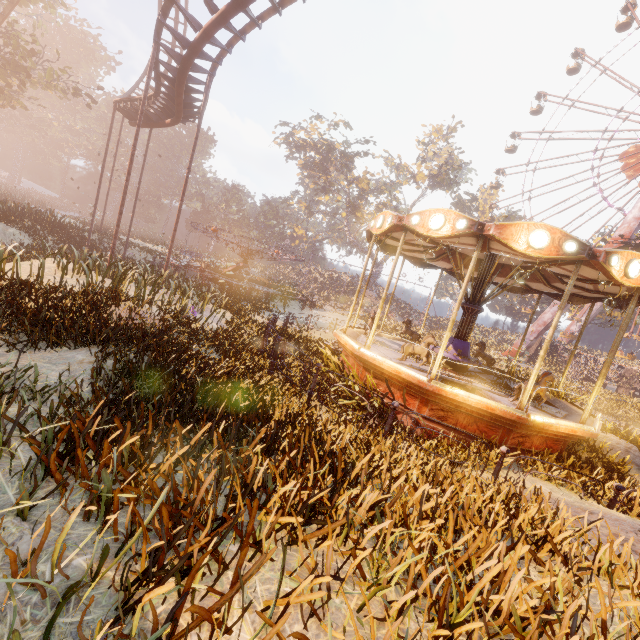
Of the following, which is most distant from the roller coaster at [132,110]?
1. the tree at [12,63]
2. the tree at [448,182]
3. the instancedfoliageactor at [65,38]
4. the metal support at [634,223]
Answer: the instancedfoliageactor at [65,38]

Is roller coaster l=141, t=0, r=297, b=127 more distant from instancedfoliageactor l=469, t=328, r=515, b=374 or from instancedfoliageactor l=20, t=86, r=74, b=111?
instancedfoliageactor l=469, t=328, r=515, b=374

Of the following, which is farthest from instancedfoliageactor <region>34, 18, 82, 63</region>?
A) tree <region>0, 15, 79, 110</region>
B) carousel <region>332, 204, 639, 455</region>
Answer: carousel <region>332, 204, 639, 455</region>

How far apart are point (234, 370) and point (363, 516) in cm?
617

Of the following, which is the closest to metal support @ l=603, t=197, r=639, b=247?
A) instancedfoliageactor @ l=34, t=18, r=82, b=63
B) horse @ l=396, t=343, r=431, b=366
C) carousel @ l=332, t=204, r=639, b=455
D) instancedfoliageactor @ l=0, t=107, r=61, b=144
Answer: carousel @ l=332, t=204, r=639, b=455

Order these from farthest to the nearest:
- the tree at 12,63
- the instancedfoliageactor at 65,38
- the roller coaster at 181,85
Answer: the instancedfoliageactor at 65,38 < the tree at 12,63 < the roller coaster at 181,85

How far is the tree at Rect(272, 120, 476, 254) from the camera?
47.16m

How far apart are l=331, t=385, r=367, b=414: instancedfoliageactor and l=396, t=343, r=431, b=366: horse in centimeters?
110cm
